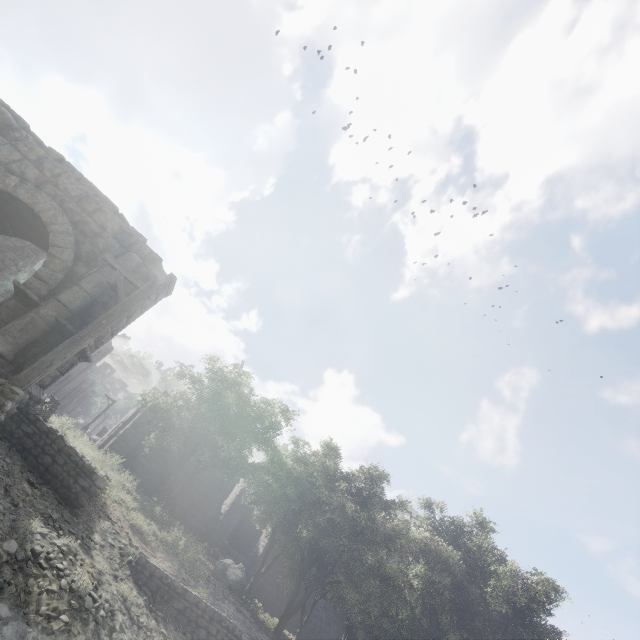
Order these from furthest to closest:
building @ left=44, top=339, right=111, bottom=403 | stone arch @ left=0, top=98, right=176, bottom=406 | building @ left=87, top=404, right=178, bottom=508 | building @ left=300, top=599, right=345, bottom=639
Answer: building @ left=44, top=339, right=111, bottom=403 → building @ left=300, top=599, right=345, bottom=639 → building @ left=87, top=404, right=178, bottom=508 → stone arch @ left=0, top=98, right=176, bottom=406

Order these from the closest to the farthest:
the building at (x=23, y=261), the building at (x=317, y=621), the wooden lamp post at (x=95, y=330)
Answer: the wooden lamp post at (x=95, y=330), the building at (x=23, y=261), the building at (x=317, y=621)

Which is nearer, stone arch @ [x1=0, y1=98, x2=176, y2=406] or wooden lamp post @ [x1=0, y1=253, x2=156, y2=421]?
wooden lamp post @ [x1=0, y1=253, x2=156, y2=421]

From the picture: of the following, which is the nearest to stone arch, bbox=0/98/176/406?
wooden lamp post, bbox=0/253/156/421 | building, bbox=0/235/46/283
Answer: building, bbox=0/235/46/283

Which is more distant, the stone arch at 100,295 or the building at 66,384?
the building at 66,384

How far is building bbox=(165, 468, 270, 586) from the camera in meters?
23.8 m

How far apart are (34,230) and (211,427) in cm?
1155
